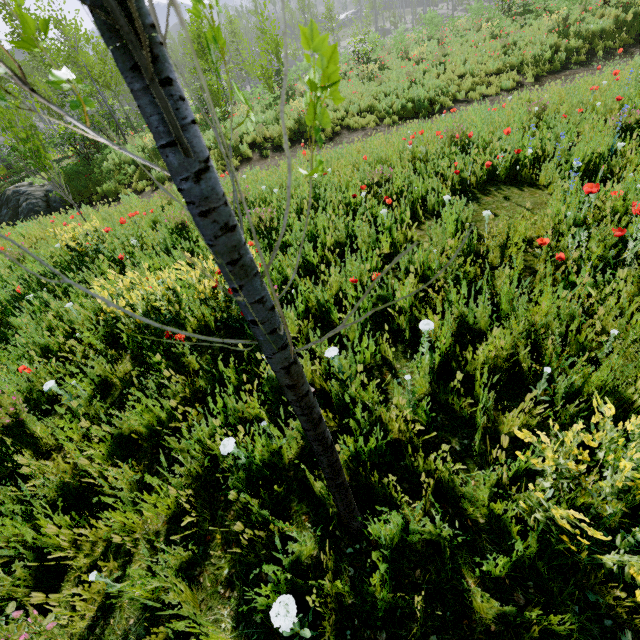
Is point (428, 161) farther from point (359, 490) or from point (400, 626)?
point (400, 626)

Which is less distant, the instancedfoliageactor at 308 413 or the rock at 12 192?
the instancedfoliageactor at 308 413

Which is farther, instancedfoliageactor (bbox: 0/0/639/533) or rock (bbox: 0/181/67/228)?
rock (bbox: 0/181/67/228)
